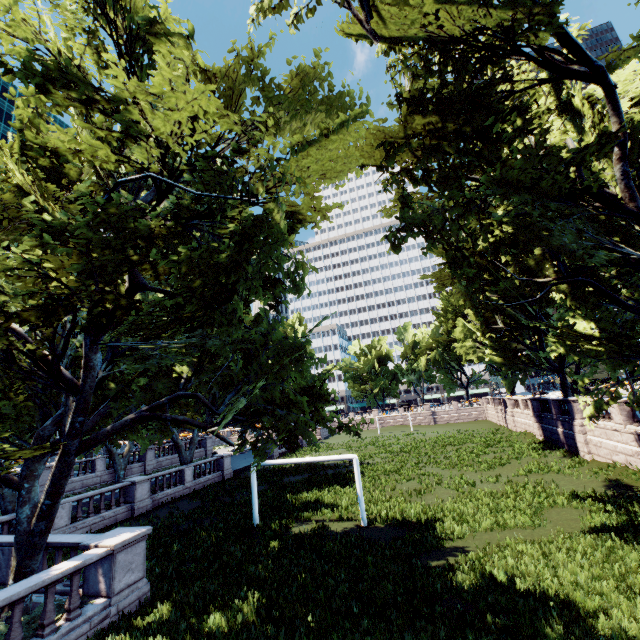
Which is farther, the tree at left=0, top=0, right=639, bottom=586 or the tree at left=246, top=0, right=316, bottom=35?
the tree at left=246, top=0, right=316, bottom=35

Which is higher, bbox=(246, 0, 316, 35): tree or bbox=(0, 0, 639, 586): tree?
bbox=(246, 0, 316, 35): tree

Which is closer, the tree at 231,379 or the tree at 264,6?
the tree at 231,379

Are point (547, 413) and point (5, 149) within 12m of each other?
no

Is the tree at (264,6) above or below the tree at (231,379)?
above
